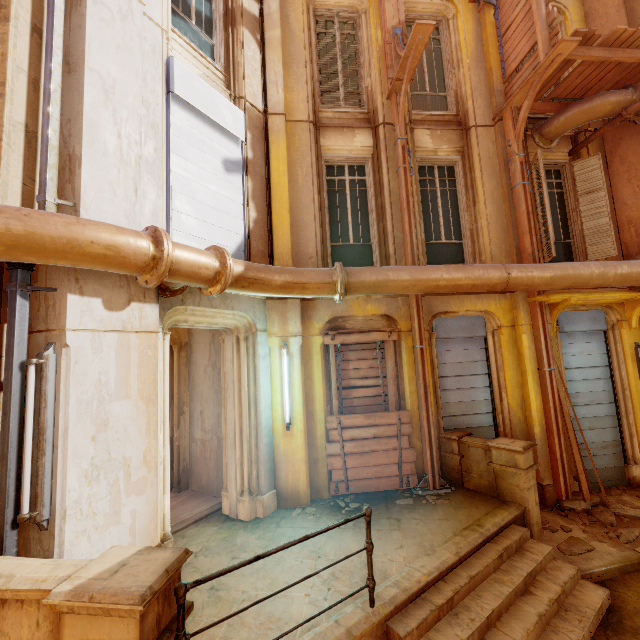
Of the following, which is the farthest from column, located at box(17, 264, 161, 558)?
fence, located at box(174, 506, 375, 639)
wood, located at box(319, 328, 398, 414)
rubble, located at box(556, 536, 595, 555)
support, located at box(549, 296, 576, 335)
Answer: support, located at box(549, 296, 576, 335)

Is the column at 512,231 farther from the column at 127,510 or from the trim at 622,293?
the column at 127,510

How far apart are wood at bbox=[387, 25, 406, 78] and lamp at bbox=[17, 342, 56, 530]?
7.6m

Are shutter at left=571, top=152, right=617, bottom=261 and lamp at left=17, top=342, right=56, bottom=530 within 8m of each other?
no

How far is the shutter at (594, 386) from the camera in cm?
712

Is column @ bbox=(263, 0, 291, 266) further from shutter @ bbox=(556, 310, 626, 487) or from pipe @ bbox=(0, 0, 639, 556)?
shutter @ bbox=(556, 310, 626, 487)

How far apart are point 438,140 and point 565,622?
8.7 meters

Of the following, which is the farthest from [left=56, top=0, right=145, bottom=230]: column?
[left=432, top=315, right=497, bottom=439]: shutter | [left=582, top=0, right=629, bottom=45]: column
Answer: [left=582, top=0, right=629, bottom=45]: column
